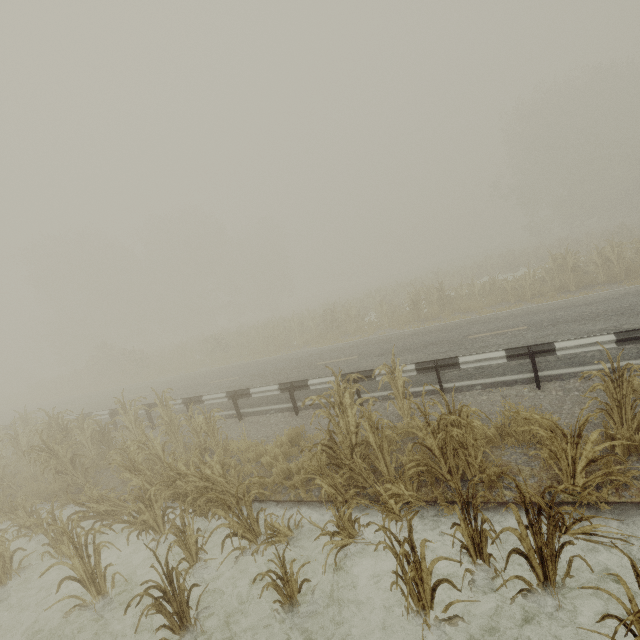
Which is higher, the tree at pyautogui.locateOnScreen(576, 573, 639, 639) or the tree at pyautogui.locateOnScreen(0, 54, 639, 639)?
the tree at pyautogui.locateOnScreen(576, 573, 639, 639)

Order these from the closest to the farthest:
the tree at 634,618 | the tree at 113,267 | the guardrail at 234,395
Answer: the tree at 634,618
the tree at 113,267
the guardrail at 234,395

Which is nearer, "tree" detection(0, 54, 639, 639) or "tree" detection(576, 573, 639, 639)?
"tree" detection(576, 573, 639, 639)

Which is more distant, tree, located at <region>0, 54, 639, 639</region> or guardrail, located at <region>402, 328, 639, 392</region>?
guardrail, located at <region>402, 328, 639, 392</region>

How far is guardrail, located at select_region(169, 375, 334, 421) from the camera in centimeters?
913cm

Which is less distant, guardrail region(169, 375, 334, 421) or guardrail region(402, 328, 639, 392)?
guardrail region(402, 328, 639, 392)

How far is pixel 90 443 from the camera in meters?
9.7

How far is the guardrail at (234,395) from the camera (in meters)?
9.13
